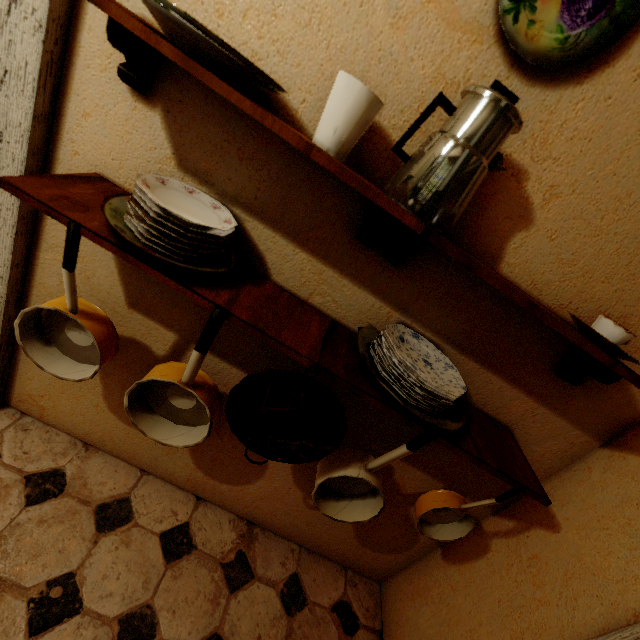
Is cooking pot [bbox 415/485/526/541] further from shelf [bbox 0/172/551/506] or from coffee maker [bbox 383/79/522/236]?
coffee maker [bbox 383/79/522/236]

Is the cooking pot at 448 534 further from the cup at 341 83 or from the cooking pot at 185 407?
the cup at 341 83

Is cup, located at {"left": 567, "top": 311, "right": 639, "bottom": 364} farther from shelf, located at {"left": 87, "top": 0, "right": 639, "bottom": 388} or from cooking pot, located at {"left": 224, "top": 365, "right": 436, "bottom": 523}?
cooking pot, located at {"left": 224, "top": 365, "right": 436, "bottom": 523}

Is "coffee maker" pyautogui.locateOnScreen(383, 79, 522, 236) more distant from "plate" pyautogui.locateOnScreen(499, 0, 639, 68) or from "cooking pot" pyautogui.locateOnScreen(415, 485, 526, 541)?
"cooking pot" pyautogui.locateOnScreen(415, 485, 526, 541)

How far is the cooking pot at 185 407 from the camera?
0.8 meters

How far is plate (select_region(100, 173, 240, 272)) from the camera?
0.71m

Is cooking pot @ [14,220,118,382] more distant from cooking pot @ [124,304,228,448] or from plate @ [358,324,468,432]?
plate @ [358,324,468,432]

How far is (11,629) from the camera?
1.0m
